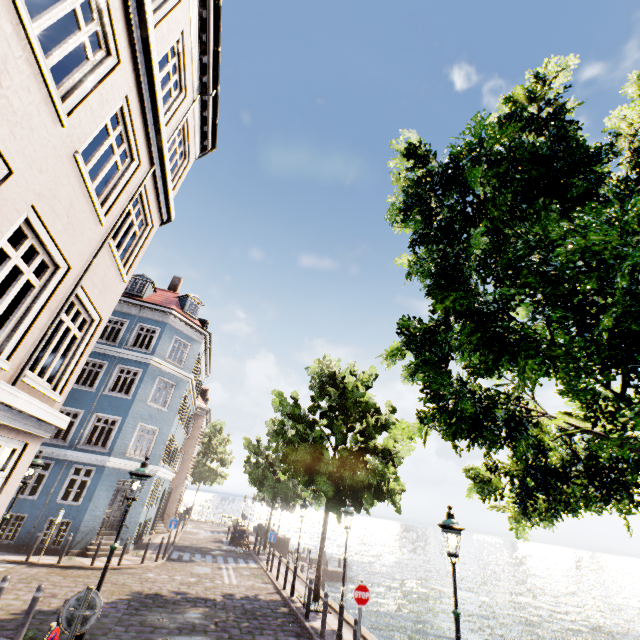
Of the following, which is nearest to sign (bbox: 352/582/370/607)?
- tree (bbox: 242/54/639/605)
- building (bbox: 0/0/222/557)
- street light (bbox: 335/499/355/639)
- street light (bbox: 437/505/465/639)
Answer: street light (bbox: 335/499/355/639)

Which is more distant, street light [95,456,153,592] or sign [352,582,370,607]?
sign [352,582,370,607]

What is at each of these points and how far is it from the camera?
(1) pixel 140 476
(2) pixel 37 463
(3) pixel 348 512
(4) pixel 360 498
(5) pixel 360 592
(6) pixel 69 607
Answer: (1) street light, 6.8 meters
(2) street light, 9.0 meters
(3) street light, 10.8 meters
(4) tree, 13.4 meters
(5) sign, 8.6 meters
(6) sign, 4.9 meters

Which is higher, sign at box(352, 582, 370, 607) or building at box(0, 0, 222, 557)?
building at box(0, 0, 222, 557)

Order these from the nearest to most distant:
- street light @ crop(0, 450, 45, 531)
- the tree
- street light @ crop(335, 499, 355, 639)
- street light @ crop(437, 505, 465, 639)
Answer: the tree < street light @ crop(437, 505, 465, 639) < street light @ crop(0, 450, 45, 531) < street light @ crop(335, 499, 355, 639)

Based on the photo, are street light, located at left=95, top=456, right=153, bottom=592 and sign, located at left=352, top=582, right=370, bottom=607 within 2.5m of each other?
no

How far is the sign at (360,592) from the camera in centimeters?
846cm

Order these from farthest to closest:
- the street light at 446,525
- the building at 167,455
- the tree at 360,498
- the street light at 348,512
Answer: the street light at 348,512, the street light at 446,525, the building at 167,455, the tree at 360,498
